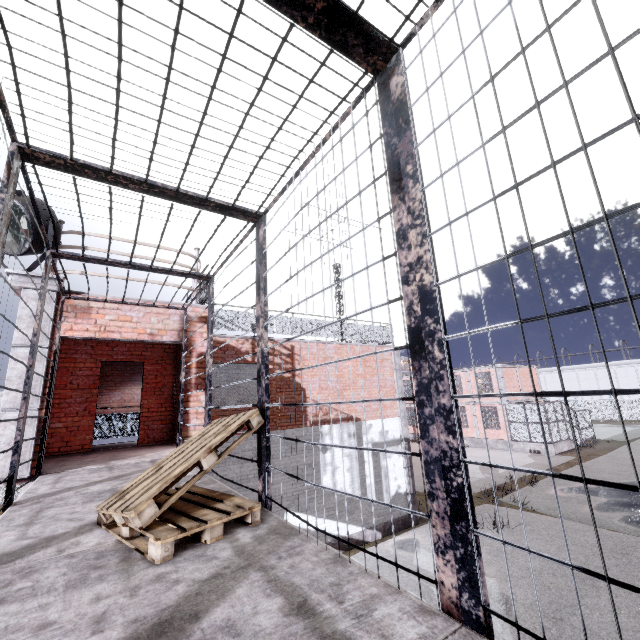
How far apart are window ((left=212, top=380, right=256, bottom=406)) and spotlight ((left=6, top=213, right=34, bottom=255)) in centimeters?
443cm

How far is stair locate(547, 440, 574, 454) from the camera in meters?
24.3 m

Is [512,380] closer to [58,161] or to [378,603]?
[378,603]

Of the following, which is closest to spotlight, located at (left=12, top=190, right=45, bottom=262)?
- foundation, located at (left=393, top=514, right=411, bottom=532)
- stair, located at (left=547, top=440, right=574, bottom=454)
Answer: foundation, located at (left=393, top=514, right=411, bottom=532)

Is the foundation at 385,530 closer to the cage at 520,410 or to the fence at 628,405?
the fence at 628,405

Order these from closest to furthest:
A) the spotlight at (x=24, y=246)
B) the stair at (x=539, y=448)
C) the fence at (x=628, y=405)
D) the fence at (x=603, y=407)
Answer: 1. the spotlight at (x=24, y=246)
2. the stair at (x=539, y=448)
3. the fence at (x=628, y=405)
4. the fence at (x=603, y=407)

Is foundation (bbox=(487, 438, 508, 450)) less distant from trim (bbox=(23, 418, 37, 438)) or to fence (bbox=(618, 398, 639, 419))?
fence (bbox=(618, 398, 639, 419))

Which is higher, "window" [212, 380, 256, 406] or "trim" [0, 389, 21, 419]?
"window" [212, 380, 256, 406]
